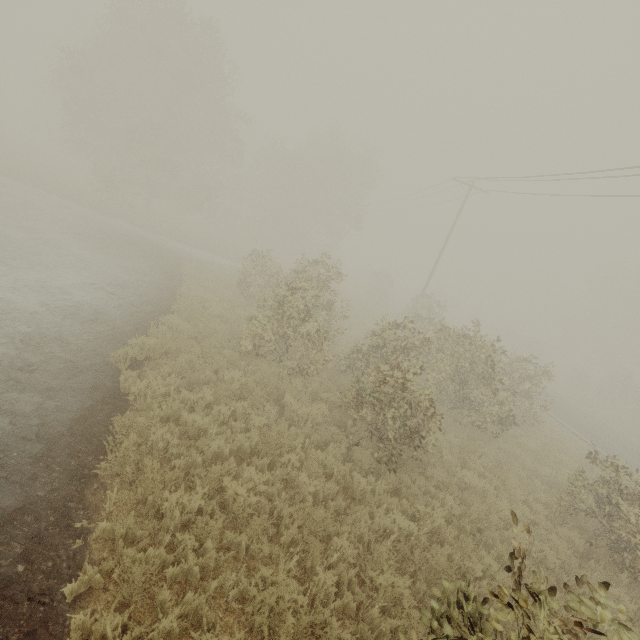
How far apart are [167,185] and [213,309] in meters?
23.6 m
